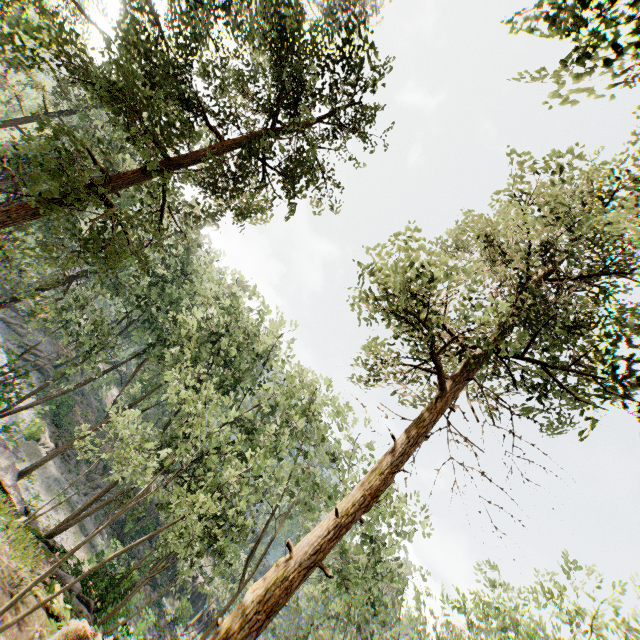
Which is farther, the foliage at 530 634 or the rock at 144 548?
the rock at 144 548

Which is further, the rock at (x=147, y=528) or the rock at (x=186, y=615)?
the rock at (x=147, y=528)

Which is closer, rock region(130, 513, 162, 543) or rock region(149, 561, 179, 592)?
rock region(149, 561, 179, 592)

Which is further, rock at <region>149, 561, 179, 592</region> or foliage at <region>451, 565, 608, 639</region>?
rock at <region>149, 561, 179, 592</region>

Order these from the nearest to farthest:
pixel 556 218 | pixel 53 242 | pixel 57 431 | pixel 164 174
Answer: pixel 164 174
pixel 556 218
pixel 53 242
pixel 57 431

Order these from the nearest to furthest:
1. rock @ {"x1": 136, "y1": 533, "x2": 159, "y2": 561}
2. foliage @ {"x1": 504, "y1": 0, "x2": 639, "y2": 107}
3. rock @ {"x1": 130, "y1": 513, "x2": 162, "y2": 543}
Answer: foliage @ {"x1": 504, "y1": 0, "x2": 639, "y2": 107}
rock @ {"x1": 136, "y1": 533, "x2": 159, "y2": 561}
rock @ {"x1": 130, "y1": 513, "x2": 162, "y2": 543}

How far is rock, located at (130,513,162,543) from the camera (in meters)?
36.34

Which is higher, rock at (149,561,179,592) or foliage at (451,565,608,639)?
foliage at (451,565,608,639)
